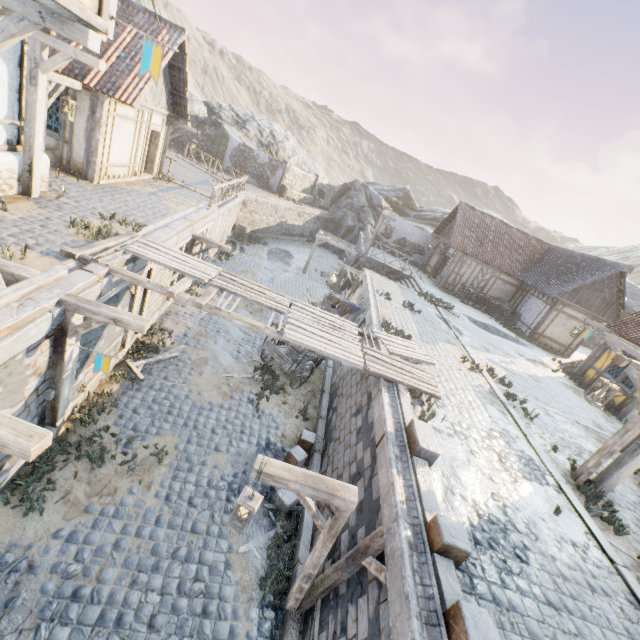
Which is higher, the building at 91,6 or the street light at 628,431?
the building at 91,6

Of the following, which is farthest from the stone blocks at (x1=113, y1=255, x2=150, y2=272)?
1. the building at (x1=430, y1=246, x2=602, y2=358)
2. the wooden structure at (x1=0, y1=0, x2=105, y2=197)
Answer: the building at (x1=430, y1=246, x2=602, y2=358)

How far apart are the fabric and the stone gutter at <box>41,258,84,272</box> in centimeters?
789cm

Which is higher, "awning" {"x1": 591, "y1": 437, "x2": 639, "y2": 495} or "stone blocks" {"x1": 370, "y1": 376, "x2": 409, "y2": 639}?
"awning" {"x1": 591, "y1": 437, "x2": 639, "y2": 495}

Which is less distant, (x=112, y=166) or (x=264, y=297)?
(x=264, y=297)

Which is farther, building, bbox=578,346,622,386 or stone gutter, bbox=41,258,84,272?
building, bbox=578,346,622,386

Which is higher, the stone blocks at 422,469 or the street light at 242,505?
the stone blocks at 422,469

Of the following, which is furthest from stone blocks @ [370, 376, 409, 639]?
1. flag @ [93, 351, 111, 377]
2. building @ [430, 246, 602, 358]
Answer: building @ [430, 246, 602, 358]
